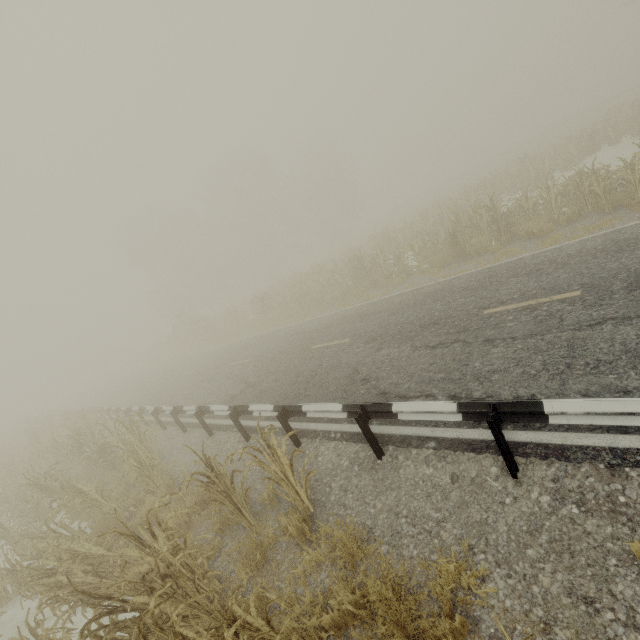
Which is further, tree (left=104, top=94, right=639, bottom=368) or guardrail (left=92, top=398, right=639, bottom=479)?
tree (left=104, top=94, right=639, bottom=368)

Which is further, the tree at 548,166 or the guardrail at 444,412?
the tree at 548,166

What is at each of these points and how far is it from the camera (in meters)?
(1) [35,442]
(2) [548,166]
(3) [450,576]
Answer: (1) tree, 17.30
(2) tree, 18.83
(3) tree, 3.19

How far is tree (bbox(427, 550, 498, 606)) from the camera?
3.0 meters

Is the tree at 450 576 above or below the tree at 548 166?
below

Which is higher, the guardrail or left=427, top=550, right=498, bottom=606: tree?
the guardrail

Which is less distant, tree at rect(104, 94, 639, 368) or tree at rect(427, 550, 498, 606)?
tree at rect(427, 550, 498, 606)
